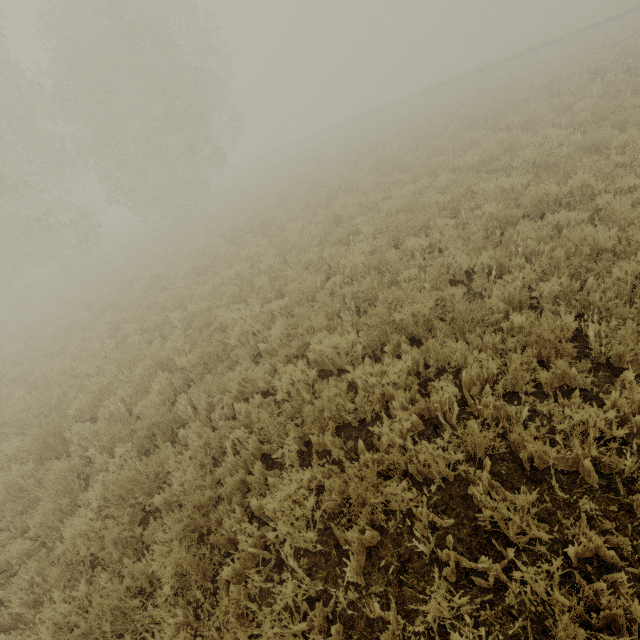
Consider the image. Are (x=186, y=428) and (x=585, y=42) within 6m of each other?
A: no
